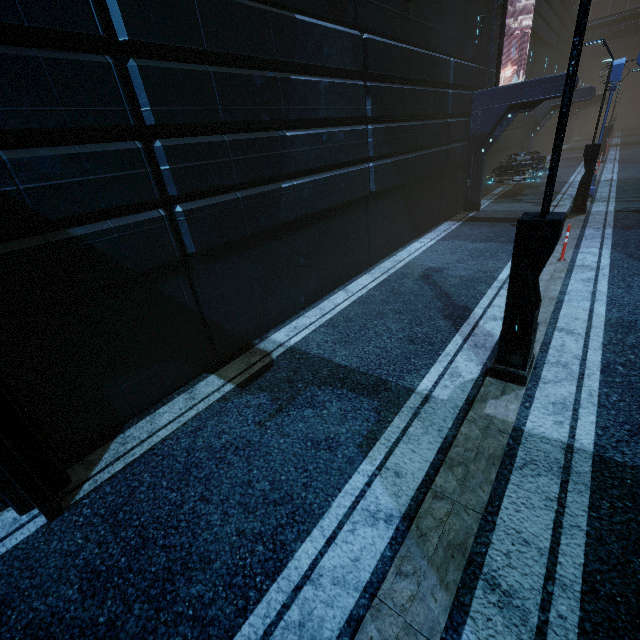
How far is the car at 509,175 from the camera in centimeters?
1611cm

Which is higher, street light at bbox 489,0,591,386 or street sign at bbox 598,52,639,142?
street sign at bbox 598,52,639,142

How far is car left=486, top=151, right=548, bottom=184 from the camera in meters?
16.1 m

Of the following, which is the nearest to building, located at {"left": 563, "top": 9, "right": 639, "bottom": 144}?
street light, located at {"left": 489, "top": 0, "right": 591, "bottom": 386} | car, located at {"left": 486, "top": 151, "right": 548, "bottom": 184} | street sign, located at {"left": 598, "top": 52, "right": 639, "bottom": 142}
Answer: car, located at {"left": 486, "top": 151, "right": 548, "bottom": 184}

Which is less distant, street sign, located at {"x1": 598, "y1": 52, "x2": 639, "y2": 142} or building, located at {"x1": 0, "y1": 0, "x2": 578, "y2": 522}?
building, located at {"x1": 0, "y1": 0, "x2": 578, "y2": 522}

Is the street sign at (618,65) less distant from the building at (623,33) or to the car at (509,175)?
the car at (509,175)

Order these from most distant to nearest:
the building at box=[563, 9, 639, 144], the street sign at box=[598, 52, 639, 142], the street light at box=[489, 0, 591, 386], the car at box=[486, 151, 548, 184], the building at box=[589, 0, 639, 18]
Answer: the building at box=[589, 0, 639, 18]
the building at box=[563, 9, 639, 144]
the car at box=[486, 151, 548, 184]
the street sign at box=[598, 52, 639, 142]
the street light at box=[489, 0, 591, 386]

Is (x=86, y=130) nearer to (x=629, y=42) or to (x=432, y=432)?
(x=432, y=432)
